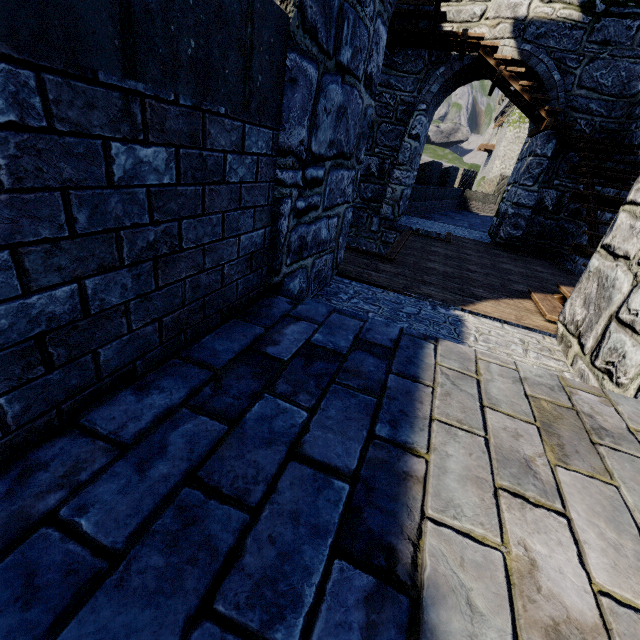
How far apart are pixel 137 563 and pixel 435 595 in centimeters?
84cm

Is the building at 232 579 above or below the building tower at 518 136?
below

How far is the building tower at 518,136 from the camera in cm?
3488

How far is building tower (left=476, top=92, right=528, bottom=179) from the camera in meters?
34.9

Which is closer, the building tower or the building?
the building

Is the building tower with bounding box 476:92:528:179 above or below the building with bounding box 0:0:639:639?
above
